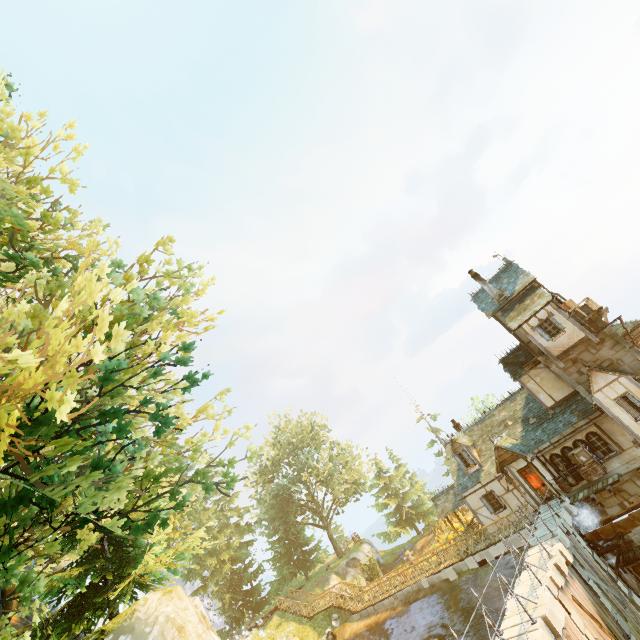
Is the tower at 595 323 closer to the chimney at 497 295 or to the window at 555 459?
the window at 555 459

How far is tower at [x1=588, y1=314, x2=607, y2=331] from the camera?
19.6m

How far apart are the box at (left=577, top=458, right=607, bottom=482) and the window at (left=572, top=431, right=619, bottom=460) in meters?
0.0 m

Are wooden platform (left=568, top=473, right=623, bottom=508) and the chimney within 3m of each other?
no

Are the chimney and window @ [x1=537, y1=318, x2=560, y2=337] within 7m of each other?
yes

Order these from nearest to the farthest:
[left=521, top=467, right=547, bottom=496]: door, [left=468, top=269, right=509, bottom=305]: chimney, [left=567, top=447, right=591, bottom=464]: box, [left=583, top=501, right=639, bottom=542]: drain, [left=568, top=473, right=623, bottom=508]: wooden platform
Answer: [left=583, top=501, right=639, bottom=542]: drain
[left=568, top=473, right=623, bottom=508]: wooden platform
[left=567, top=447, right=591, bottom=464]: box
[left=521, top=467, right=547, bottom=496]: door
[left=468, top=269, right=509, bottom=305]: chimney

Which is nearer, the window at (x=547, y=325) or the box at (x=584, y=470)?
the box at (x=584, y=470)

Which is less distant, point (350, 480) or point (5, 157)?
point (5, 157)
